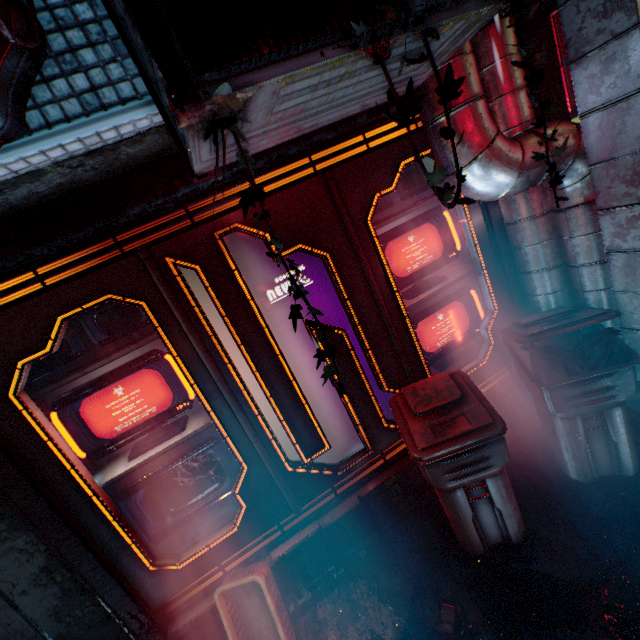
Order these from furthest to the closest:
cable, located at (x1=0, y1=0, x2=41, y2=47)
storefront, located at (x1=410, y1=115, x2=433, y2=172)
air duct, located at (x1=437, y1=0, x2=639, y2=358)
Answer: storefront, located at (x1=410, y1=115, x2=433, y2=172), air duct, located at (x1=437, y1=0, x2=639, y2=358), cable, located at (x1=0, y1=0, x2=41, y2=47)

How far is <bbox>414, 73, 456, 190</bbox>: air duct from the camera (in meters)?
1.62

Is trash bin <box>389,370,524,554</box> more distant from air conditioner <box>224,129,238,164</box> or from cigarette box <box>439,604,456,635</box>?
air conditioner <box>224,129,238,164</box>

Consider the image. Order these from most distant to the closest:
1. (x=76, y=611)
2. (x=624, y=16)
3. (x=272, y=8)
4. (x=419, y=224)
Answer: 1. (x=419, y=224)
2. (x=76, y=611)
3. (x=624, y=16)
4. (x=272, y=8)

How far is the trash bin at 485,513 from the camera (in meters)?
1.83

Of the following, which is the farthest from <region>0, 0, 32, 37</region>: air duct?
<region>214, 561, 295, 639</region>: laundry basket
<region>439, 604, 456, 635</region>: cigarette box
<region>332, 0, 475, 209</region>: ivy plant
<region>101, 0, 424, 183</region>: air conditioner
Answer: <region>214, 561, 295, 639</region>: laundry basket

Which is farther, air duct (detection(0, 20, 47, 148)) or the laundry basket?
the laundry basket

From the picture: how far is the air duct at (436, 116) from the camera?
→ 1.62m
